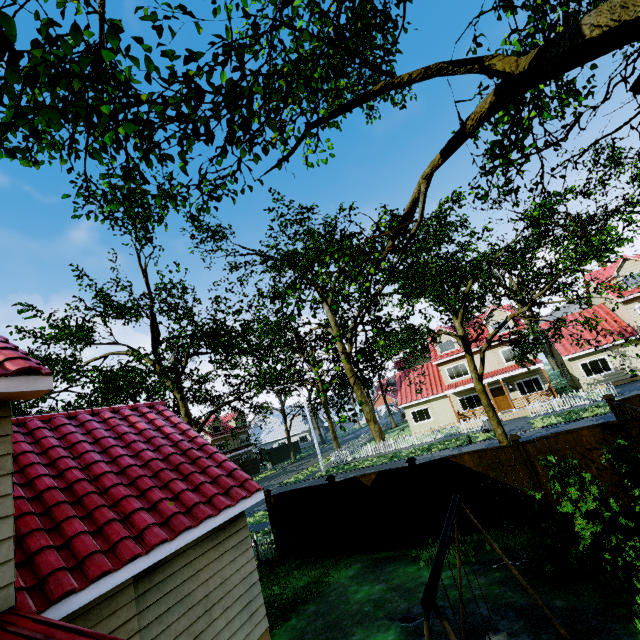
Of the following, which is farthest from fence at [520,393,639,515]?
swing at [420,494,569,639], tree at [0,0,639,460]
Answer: swing at [420,494,569,639]

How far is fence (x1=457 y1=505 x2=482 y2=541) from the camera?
9.2 meters

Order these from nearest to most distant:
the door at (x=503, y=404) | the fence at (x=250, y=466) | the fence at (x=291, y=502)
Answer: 1. the fence at (x=291, y=502)
2. the door at (x=503, y=404)
3. the fence at (x=250, y=466)

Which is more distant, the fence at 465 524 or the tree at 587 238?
the fence at 465 524

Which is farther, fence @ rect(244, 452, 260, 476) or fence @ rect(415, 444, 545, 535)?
fence @ rect(244, 452, 260, 476)

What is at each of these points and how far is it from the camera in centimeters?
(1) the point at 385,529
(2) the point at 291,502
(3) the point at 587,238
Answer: (1) fence, 1042cm
(2) fence, 1215cm
(3) tree, 3872cm

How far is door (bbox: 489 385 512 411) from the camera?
28.5 meters
